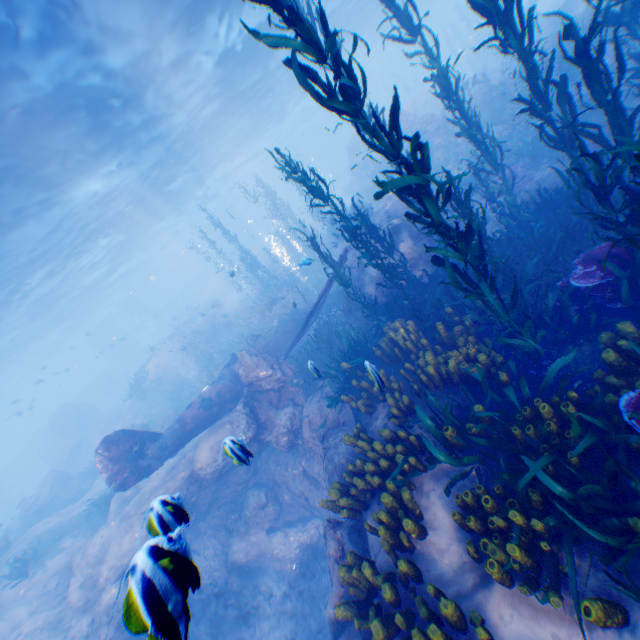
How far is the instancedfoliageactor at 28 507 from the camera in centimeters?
1908cm

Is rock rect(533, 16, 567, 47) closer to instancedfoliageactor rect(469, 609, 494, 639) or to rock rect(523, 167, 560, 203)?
instancedfoliageactor rect(469, 609, 494, 639)

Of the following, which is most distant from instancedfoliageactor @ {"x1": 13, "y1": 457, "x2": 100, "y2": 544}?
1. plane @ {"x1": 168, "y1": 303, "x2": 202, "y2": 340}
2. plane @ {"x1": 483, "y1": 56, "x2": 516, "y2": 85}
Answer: plane @ {"x1": 483, "y1": 56, "x2": 516, "y2": 85}

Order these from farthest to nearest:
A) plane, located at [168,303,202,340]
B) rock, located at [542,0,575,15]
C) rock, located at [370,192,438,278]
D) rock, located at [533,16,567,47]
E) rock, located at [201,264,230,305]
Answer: rock, located at [201,264,230,305] → plane, located at [168,303,202,340] → rock, located at [542,0,575,15] → rock, located at [533,16,567,47] → rock, located at [370,192,438,278]

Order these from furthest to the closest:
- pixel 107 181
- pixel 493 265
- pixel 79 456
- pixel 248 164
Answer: pixel 248 164, pixel 79 456, pixel 107 181, pixel 493 265

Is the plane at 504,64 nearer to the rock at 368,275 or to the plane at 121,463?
the rock at 368,275

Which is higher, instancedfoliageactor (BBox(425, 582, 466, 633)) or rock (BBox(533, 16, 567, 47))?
rock (BBox(533, 16, 567, 47))

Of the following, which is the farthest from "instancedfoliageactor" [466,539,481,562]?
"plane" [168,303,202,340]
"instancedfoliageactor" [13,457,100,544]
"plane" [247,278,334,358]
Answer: "instancedfoliageactor" [13,457,100,544]
